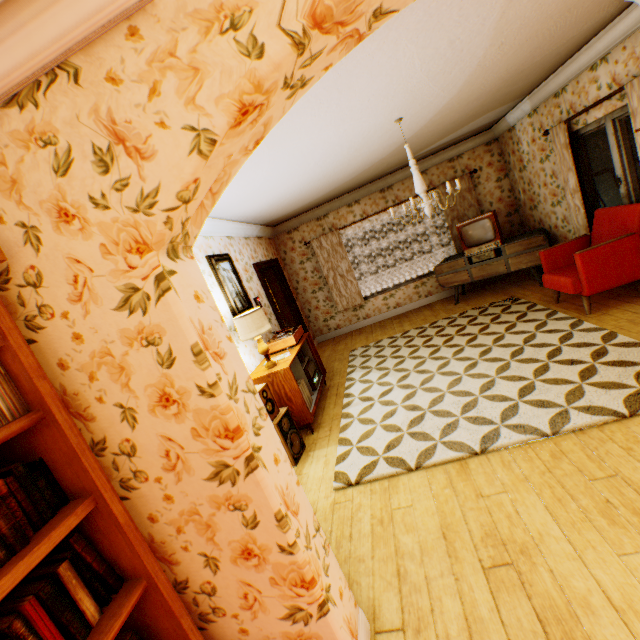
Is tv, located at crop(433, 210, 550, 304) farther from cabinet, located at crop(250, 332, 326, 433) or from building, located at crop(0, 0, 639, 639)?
cabinet, located at crop(250, 332, 326, 433)

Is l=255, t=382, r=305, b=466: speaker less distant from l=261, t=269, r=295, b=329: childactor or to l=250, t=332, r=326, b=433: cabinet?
l=250, t=332, r=326, b=433: cabinet

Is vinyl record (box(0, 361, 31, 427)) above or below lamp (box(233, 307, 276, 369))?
above

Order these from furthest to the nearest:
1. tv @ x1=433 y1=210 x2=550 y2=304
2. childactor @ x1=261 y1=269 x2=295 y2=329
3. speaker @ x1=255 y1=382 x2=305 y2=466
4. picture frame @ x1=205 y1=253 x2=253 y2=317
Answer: childactor @ x1=261 y1=269 x2=295 y2=329 → tv @ x1=433 y1=210 x2=550 y2=304 → picture frame @ x1=205 y1=253 x2=253 y2=317 → speaker @ x1=255 y1=382 x2=305 y2=466

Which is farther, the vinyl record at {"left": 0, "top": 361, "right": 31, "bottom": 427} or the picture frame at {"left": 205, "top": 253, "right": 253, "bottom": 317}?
the picture frame at {"left": 205, "top": 253, "right": 253, "bottom": 317}

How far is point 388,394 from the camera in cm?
432

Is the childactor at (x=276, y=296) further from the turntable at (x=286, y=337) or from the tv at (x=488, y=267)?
the tv at (x=488, y=267)

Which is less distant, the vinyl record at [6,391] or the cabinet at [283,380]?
the vinyl record at [6,391]
